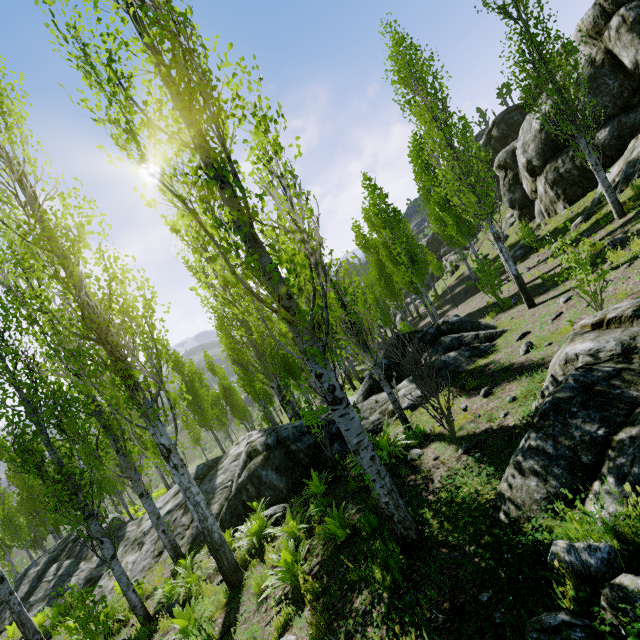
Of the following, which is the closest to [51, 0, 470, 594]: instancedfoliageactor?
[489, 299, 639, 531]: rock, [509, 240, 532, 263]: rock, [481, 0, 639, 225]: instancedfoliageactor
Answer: [489, 299, 639, 531]: rock

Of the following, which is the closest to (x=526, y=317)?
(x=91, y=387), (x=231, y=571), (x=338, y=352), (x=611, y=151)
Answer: (x=338, y=352)

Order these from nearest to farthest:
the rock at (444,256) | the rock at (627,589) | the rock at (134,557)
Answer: the rock at (627,589) → the rock at (134,557) → the rock at (444,256)

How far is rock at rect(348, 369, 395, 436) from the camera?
9.79m

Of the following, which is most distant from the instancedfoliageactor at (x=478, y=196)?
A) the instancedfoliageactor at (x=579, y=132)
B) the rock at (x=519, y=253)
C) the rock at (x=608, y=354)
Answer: the instancedfoliageactor at (x=579, y=132)

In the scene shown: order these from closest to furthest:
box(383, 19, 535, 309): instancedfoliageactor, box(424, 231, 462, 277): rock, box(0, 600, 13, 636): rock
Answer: box(383, 19, 535, 309): instancedfoliageactor
box(0, 600, 13, 636): rock
box(424, 231, 462, 277): rock
